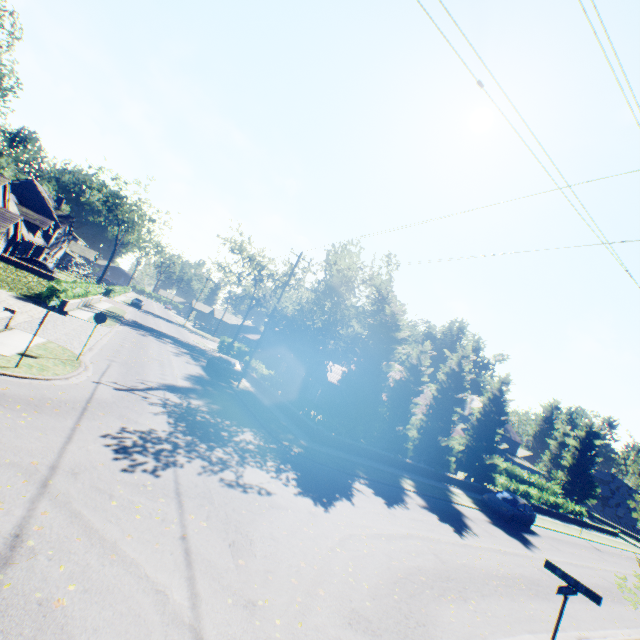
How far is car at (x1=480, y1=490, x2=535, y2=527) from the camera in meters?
21.4

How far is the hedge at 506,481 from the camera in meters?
30.9

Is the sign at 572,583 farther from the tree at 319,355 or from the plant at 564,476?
the plant at 564,476

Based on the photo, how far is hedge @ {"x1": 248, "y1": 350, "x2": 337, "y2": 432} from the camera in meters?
20.2 m

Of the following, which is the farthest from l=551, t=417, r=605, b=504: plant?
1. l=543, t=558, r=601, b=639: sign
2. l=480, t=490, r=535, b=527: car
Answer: l=543, t=558, r=601, b=639: sign

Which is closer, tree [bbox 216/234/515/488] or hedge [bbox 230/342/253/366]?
tree [bbox 216/234/515/488]

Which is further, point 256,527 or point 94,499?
point 256,527
